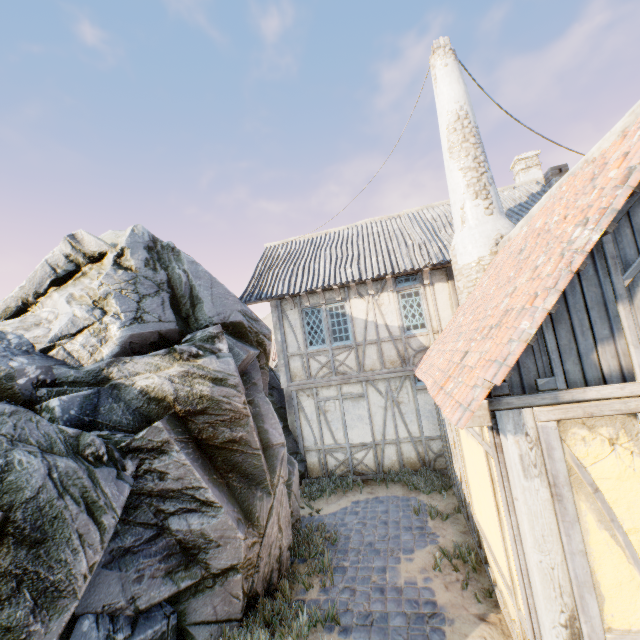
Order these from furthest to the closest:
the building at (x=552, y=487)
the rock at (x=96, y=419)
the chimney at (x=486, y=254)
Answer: the chimney at (x=486, y=254)
the rock at (x=96, y=419)
the building at (x=552, y=487)

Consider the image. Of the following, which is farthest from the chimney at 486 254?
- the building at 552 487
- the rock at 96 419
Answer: the rock at 96 419

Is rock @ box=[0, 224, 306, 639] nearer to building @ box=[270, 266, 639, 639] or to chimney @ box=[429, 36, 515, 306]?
chimney @ box=[429, 36, 515, 306]

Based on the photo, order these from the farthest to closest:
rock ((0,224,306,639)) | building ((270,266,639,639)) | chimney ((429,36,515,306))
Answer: chimney ((429,36,515,306))
rock ((0,224,306,639))
building ((270,266,639,639))

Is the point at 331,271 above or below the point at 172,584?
above

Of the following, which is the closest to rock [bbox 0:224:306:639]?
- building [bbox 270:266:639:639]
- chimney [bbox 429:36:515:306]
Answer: chimney [bbox 429:36:515:306]
